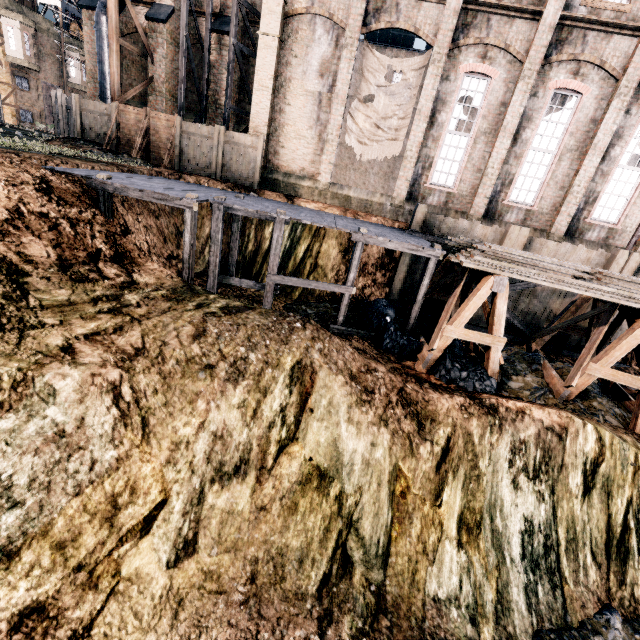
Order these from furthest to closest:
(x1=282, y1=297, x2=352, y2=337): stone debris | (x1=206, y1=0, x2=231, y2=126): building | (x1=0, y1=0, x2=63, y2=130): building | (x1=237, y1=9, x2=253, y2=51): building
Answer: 1. (x1=0, y1=0, x2=63, y2=130): building
2. (x1=237, y1=9, x2=253, y2=51): building
3. (x1=206, y1=0, x2=231, y2=126): building
4. (x1=282, y1=297, x2=352, y2=337): stone debris

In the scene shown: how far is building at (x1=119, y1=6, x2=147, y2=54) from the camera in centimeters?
2242cm

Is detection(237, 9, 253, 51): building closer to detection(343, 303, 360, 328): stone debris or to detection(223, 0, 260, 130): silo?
detection(223, 0, 260, 130): silo

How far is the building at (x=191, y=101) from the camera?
23.00m

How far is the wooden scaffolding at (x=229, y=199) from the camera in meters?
10.5 m

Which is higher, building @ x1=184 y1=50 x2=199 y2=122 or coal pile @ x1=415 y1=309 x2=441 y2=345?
building @ x1=184 y1=50 x2=199 y2=122

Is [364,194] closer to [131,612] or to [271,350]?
[271,350]

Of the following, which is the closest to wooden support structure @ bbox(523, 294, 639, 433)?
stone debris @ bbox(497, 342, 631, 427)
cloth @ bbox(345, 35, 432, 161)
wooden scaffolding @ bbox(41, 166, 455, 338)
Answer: stone debris @ bbox(497, 342, 631, 427)
